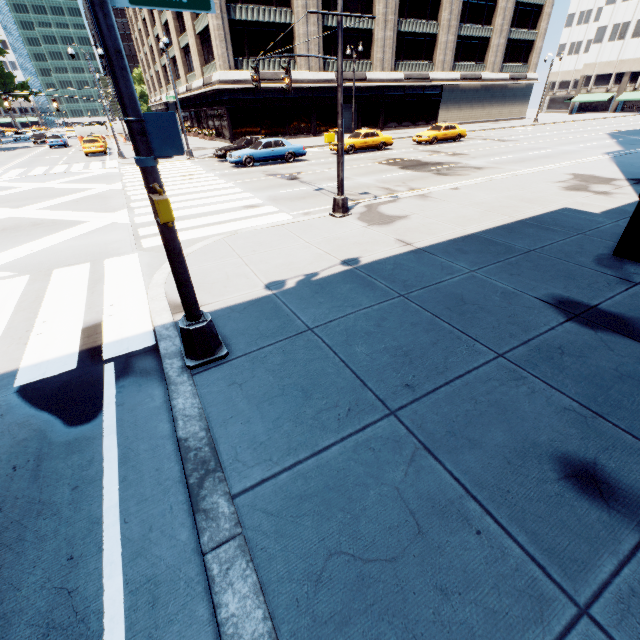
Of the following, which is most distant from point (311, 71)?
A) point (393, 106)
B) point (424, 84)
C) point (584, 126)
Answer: point (584, 126)

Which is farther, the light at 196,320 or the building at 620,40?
the building at 620,40

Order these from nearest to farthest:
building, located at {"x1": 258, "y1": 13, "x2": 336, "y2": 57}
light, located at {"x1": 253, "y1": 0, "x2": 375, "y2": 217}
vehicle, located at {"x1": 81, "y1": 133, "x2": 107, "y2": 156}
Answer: light, located at {"x1": 253, "y1": 0, "x2": 375, "y2": 217} → vehicle, located at {"x1": 81, "y1": 133, "x2": 107, "y2": 156} → building, located at {"x1": 258, "y1": 13, "x2": 336, "y2": 57}

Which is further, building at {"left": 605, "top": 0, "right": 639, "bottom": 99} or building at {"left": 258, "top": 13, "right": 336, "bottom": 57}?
building at {"left": 605, "top": 0, "right": 639, "bottom": 99}

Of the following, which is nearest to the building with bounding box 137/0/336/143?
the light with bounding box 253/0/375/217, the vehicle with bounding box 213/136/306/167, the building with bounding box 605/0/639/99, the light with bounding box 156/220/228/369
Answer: the vehicle with bounding box 213/136/306/167

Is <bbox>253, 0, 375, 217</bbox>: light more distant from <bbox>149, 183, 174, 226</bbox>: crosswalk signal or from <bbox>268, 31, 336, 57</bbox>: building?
<bbox>268, 31, 336, 57</bbox>: building

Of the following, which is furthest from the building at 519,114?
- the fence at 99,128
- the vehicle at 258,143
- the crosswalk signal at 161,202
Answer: the crosswalk signal at 161,202

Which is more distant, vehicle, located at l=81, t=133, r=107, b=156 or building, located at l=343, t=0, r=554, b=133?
building, located at l=343, t=0, r=554, b=133
